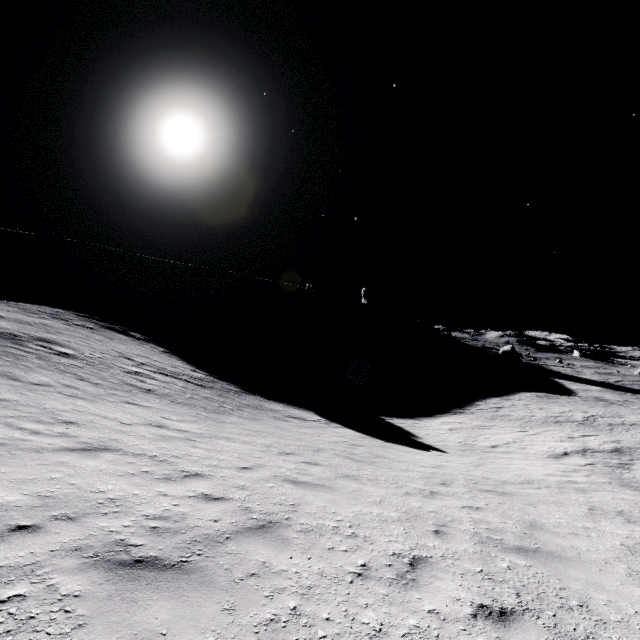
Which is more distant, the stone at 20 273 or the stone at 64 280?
the stone at 64 280

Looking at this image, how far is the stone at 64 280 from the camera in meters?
56.5

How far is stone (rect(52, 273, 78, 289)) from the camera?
56.5 meters

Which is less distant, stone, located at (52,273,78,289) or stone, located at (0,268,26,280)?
stone, located at (0,268,26,280)

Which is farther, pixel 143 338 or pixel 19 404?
pixel 143 338
